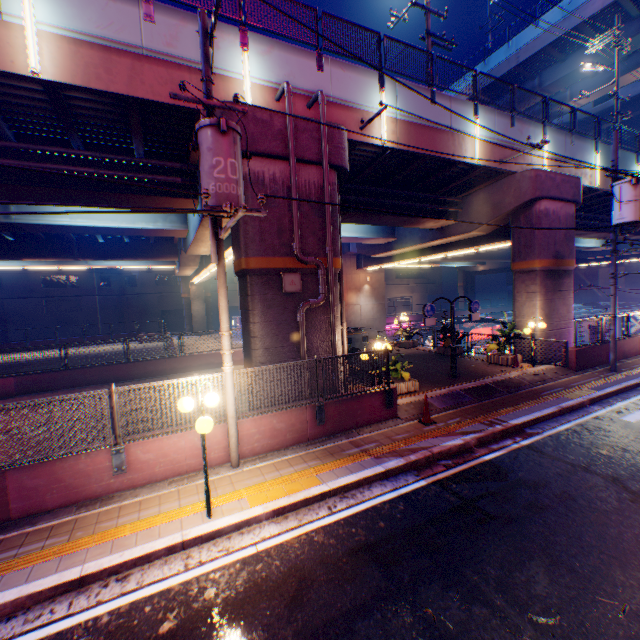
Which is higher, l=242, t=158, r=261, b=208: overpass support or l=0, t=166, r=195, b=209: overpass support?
l=0, t=166, r=195, b=209: overpass support

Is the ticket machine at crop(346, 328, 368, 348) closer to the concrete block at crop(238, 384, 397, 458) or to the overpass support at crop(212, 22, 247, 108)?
the overpass support at crop(212, 22, 247, 108)

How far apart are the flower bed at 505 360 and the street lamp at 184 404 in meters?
13.7

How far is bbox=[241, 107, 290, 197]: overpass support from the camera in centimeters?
894cm

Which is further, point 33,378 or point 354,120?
point 33,378

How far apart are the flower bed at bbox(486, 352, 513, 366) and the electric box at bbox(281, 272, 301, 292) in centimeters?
1082cm

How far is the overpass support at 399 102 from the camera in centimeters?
1190cm

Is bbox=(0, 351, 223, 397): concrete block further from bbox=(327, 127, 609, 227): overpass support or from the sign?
the sign
